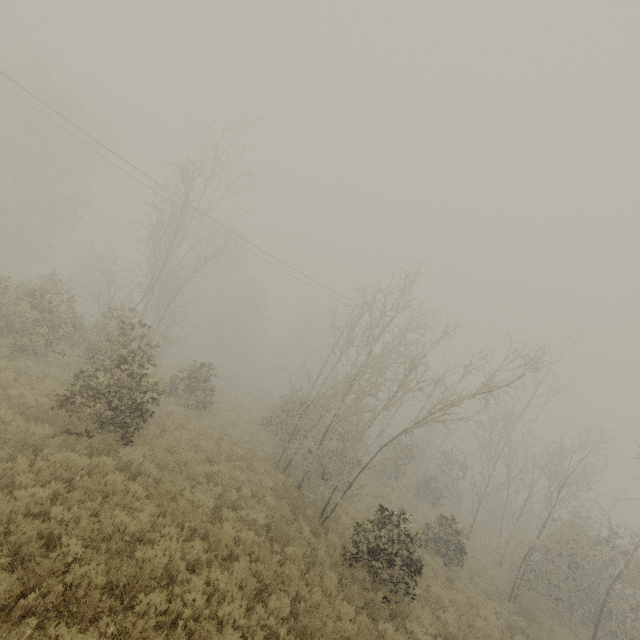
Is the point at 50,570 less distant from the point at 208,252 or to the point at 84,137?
the point at 84,137
